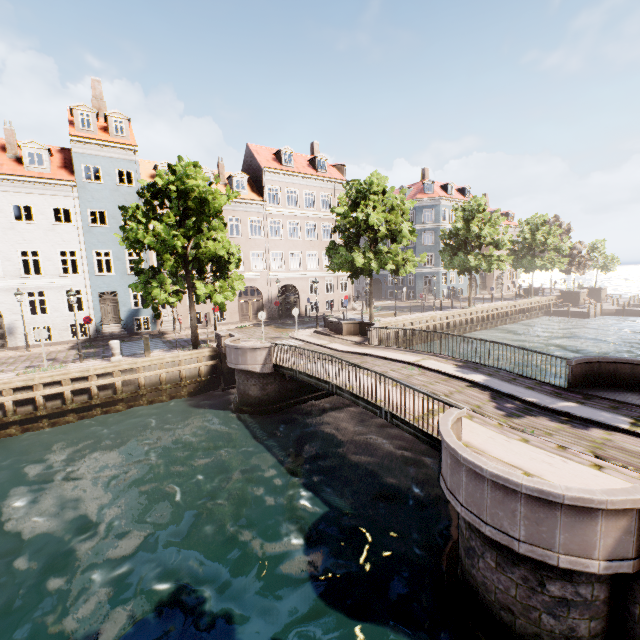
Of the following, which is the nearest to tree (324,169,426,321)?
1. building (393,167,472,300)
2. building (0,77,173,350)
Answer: building (0,77,173,350)

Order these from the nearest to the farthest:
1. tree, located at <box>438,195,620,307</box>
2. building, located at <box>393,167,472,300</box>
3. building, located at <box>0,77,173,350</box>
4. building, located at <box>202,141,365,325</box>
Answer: building, located at <box>0,77,173,350</box>, building, located at <box>202,141,365,325</box>, tree, located at <box>438,195,620,307</box>, building, located at <box>393,167,472,300</box>

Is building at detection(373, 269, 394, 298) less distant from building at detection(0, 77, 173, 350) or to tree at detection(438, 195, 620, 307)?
tree at detection(438, 195, 620, 307)

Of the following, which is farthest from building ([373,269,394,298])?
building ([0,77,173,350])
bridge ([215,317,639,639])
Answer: building ([0,77,173,350])

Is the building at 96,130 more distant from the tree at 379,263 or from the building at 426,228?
the building at 426,228

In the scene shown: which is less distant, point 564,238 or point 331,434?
point 331,434

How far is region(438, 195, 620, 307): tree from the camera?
30.72m

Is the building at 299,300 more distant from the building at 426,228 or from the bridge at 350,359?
the building at 426,228
